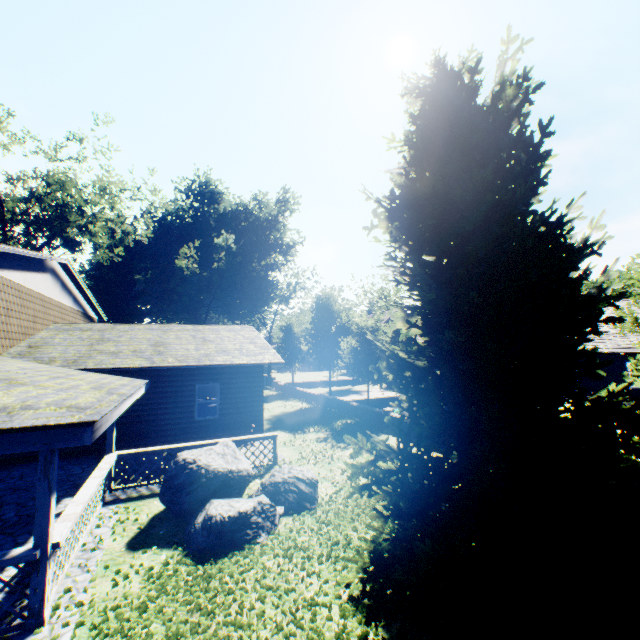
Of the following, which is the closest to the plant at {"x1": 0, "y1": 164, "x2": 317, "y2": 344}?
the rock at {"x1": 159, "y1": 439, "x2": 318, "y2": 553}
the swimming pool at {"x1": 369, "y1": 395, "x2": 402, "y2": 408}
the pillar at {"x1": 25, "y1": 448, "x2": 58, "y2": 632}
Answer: the rock at {"x1": 159, "y1": 439, "x2": 318, "y2": 553}

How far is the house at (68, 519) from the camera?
5.28m

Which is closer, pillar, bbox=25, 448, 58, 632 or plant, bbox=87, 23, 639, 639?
plant, bbox=87, 23, 639, 639

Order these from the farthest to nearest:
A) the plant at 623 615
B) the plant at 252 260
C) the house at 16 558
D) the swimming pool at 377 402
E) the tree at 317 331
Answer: the plant at 252 260 < the swimming pool at 377 402 < the tree at 317 331 < the house at 16 558 < the plant at 623 615

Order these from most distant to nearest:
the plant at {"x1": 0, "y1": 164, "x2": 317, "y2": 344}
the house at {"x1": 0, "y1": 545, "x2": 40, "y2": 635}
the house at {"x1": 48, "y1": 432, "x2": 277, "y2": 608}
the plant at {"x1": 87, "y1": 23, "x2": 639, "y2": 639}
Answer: the plant at {"x1": 0, "y1": 164, "x2": 317, "y2": 344} < the house at {"x1": 48, "y1": 432, "x2": 277, "y2": 608} < the house at {"x1": 0, "y1": 545, "x2": 40, "y2": 635} < the plant at {"x1": 87, "y1": 23, "x2": 639, "y2": 639}

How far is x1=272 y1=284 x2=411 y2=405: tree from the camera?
19.16m

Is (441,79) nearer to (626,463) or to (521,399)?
(521,399)

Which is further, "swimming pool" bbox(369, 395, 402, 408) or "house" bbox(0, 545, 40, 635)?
"swimming pool" bbox(369, 395, 402, 408)
